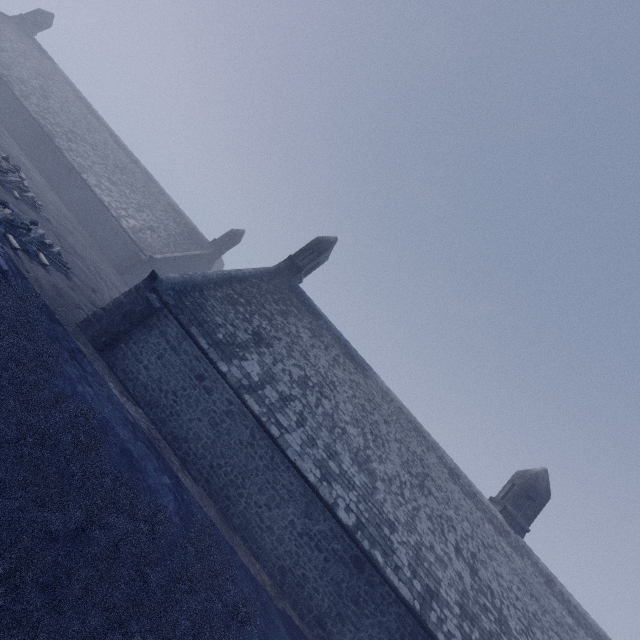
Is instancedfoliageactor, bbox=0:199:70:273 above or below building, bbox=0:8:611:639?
below

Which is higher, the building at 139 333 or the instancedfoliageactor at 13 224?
the building at 139 333

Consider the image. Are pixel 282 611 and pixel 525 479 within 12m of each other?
no

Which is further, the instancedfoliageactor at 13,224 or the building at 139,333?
the instancedfoliageactor at 13,224

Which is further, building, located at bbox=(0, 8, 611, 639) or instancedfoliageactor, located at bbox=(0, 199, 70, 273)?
instancedfoliageactor, located at bbox=(0, 199, 70, 273)
